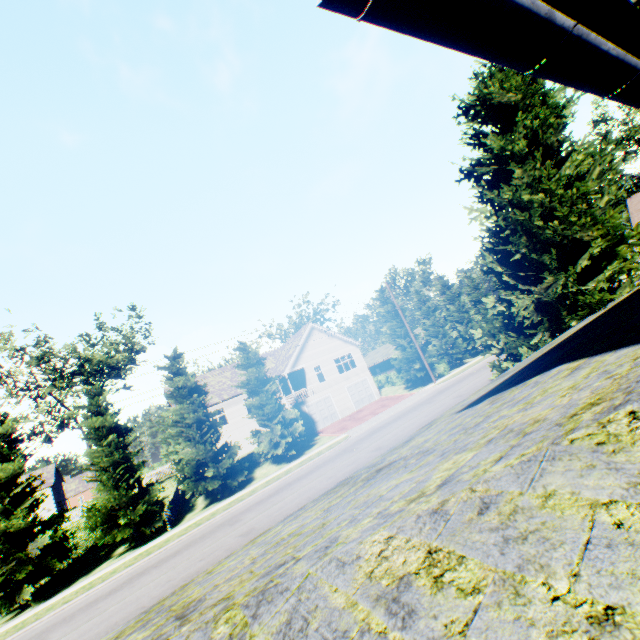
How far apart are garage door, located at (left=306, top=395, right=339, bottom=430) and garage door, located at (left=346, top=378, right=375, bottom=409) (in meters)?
2.16

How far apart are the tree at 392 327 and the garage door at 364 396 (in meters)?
6.16

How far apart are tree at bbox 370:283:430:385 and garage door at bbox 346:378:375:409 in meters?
6.2

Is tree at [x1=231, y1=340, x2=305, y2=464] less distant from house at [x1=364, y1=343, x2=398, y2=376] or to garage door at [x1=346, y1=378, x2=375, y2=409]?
garage door at [x1=346, y1=378, x2=375, y2=409]

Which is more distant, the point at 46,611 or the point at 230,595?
the point at 46,611

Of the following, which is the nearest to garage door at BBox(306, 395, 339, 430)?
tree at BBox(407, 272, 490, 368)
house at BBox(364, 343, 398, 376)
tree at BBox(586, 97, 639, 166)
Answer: tree at BBox(586, 97, 639, 166)

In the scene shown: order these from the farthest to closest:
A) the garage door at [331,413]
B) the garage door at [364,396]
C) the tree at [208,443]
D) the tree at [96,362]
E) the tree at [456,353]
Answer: the tree at [456,353], the garage door at [364,396], the garage door at [331,413], the tree at [208,443], the tree at [96,362]

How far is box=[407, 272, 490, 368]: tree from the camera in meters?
38.0 m
